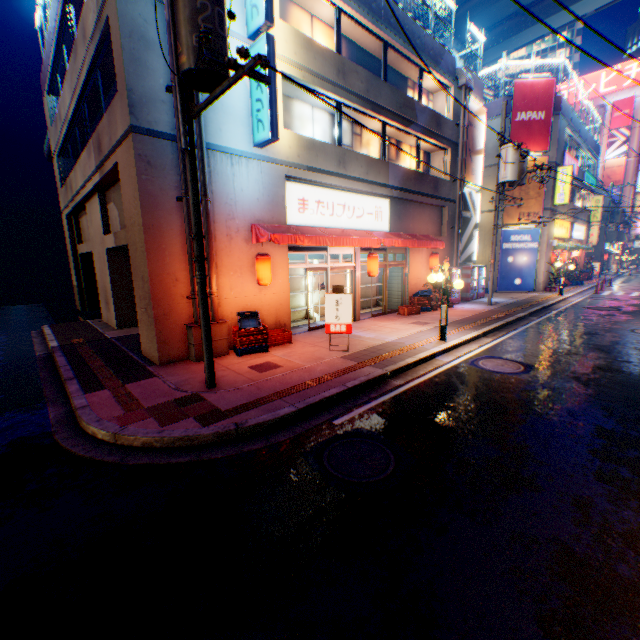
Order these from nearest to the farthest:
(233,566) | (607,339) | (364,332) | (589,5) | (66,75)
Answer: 1. (233,566)
2. (607,339)
3. (364,332)
4. (66,75)
5. (589,5)

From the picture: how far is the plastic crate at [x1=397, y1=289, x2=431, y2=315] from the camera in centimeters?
1493cm

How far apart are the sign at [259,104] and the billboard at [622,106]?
69.6m

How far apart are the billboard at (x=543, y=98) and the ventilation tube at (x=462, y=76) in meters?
5.6

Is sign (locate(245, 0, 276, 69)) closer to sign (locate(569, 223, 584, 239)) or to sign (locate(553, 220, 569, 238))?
sign (locate(553, 220, 569, 238))

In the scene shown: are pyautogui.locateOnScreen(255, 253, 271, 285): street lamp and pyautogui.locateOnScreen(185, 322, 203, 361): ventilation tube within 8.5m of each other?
yes

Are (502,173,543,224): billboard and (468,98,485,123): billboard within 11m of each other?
yes

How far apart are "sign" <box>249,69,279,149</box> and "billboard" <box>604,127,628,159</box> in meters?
69.6
